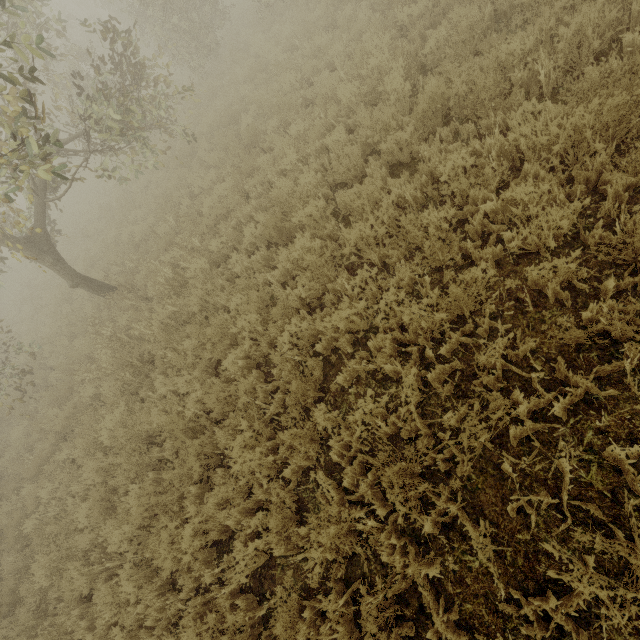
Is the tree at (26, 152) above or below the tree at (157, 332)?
above

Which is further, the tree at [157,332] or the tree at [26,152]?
the tree at [157,332]

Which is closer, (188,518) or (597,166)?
(597,166)

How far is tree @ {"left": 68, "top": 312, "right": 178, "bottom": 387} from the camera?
6.71m

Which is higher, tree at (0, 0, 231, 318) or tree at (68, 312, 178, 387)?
tree at (0, 0, 231, 318)

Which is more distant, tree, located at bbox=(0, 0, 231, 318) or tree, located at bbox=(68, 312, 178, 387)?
tree, located at bbox=(68, 312, 178, 387)
